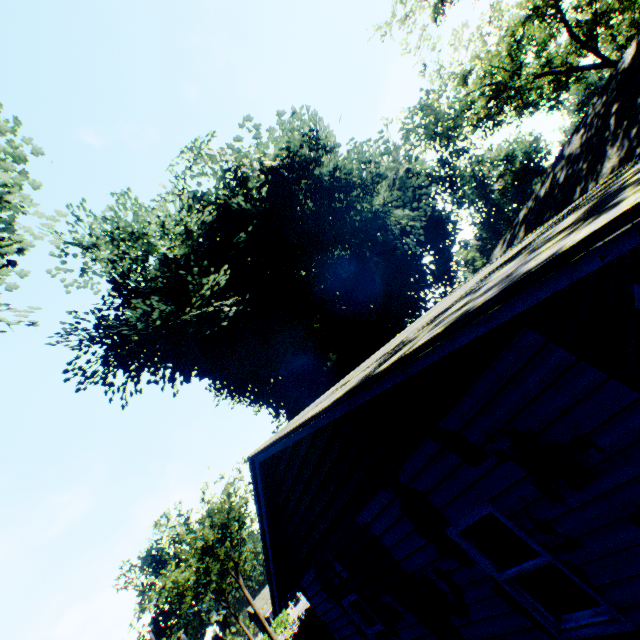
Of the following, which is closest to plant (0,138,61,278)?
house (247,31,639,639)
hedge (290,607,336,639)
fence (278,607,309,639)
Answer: house (247,31,639,639)

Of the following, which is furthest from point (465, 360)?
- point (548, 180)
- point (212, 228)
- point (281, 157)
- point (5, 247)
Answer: point (212, 228)

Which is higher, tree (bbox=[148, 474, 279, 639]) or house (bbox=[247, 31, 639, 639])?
tree (bbox=[148, 474, 279, 639])

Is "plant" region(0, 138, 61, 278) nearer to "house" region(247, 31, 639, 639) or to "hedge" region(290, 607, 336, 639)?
"house" region(247, 31, 639, 639)

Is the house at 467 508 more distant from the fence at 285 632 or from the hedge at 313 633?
the fence at 285 632

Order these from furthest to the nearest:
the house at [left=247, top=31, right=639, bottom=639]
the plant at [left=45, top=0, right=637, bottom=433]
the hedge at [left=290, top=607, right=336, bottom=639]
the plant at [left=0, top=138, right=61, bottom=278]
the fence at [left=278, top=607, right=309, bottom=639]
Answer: the fence at [left=278, top=607, right=309, bottom=639] < the plant at [left=45, top=0, right=637, bottom=433] < the hedge at [left=290, top=607, right=336, bottom=639] < the plant at [left=0, top=138, right=61, bottom=278] < the house at [left=247, top=31, right=639, bottom=639]

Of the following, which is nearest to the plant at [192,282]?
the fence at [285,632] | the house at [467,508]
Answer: the house at [467,508]

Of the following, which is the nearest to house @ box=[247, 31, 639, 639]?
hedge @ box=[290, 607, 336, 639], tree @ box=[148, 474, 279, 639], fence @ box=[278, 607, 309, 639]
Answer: hedge @ box=[290, 607, 336, 639]
